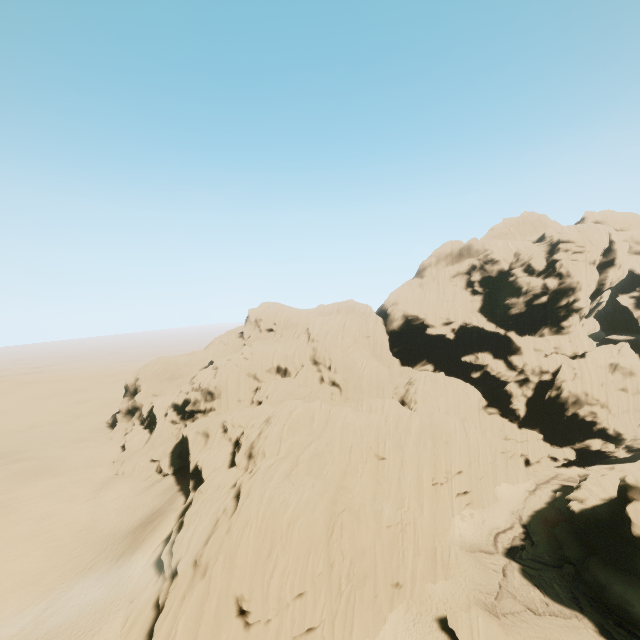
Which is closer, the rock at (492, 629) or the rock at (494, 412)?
the rock at (494, 412)

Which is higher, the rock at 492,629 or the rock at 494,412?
the rock at 494,412

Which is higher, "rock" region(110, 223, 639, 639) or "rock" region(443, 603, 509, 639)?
"rock" region(110, 223, 639, 639)

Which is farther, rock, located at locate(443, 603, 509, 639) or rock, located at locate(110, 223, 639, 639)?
rock, located at locate(443, 603, 509, 639)

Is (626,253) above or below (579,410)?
above
